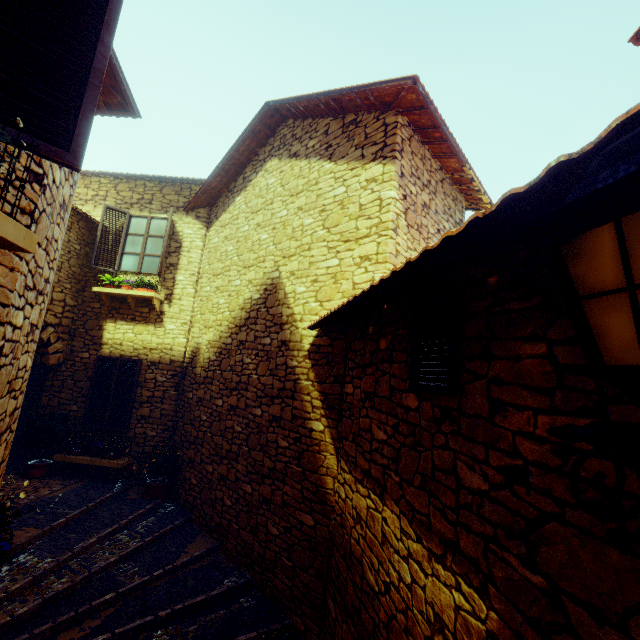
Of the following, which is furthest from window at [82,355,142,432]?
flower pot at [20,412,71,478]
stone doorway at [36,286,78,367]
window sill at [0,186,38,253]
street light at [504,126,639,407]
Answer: street light at [504,126,639,407]

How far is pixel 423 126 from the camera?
5.0 meters

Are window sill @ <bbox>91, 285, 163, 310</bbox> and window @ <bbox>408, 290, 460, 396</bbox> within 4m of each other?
no

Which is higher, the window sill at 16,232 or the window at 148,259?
the window at 148,259

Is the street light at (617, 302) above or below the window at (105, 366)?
above

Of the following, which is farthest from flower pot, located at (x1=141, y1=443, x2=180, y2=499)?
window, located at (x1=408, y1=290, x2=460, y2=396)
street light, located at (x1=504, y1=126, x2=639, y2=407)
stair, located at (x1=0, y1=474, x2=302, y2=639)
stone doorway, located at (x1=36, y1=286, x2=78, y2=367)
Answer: street light, located at (x1=504, y1=126, x2=639, y2=407)

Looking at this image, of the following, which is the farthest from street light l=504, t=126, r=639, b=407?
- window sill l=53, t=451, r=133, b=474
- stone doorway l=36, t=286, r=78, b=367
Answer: window sill l=53, t=451, r=133, b=474

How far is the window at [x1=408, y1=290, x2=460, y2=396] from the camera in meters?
2.1
